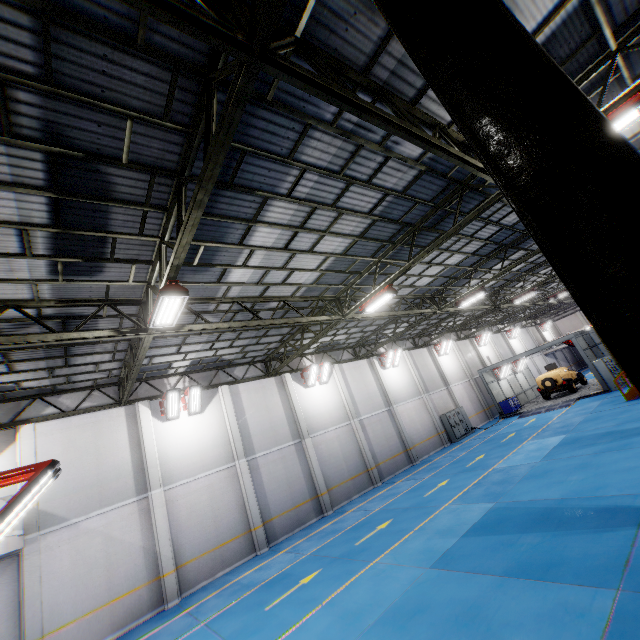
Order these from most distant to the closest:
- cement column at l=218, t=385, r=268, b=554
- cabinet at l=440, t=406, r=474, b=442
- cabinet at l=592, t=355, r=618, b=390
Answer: cabinet at l=440, t=406, r=474, b=442 → cabinet at l=592, t=355, r=618, b=390 → cement column at l=218, t=385, r=268, b=554

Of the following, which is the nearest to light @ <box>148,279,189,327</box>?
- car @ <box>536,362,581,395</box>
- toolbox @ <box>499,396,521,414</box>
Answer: toolbox @ <box>499,396,521,414</box>

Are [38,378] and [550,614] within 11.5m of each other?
no

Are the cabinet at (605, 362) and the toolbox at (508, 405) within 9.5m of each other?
yes

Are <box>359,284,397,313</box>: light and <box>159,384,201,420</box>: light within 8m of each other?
no

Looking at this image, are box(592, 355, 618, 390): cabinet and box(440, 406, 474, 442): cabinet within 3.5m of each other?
no

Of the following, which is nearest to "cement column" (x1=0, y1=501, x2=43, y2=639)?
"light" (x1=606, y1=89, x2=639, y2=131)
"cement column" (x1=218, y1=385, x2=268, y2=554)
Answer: "cement column" (x1=218, y1=385, x2=268, y2=554)

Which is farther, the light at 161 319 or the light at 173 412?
the light at 173 412
